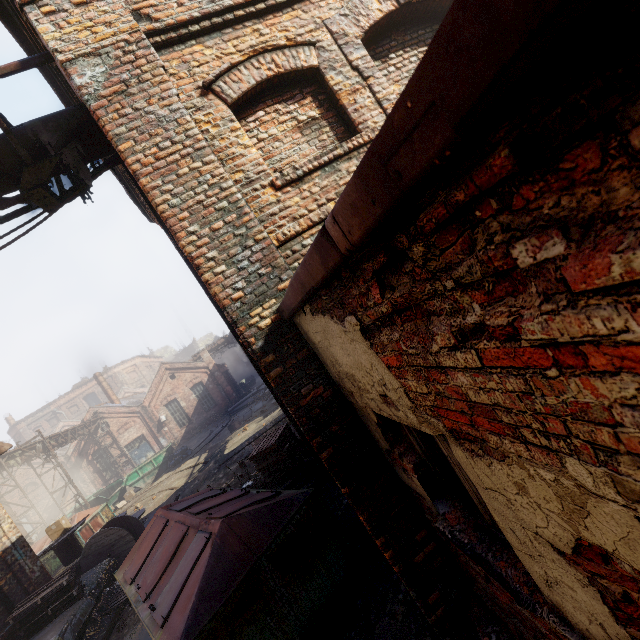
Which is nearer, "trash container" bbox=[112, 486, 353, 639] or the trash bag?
"trash container" bbox=[112, 486, 353, 639]

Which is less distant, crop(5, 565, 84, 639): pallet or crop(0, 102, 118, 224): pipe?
crop(0, 102, 118, 224): pipe

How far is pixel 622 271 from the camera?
0.59m

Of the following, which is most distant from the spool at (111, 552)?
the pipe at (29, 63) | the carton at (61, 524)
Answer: the pipe at (29, 63)

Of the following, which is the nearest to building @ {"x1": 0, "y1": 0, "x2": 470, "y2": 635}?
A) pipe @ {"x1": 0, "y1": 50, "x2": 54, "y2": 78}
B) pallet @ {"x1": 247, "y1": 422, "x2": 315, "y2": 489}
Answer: pipe @ {"x1": 0, "y1": 50, "x2": 54, "y2": 78}

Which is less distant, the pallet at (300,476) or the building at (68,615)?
the building at (68,615)

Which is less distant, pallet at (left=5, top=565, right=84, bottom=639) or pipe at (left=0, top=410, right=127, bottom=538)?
pallet at (left=5, top=565, right=84, bottom=639)
